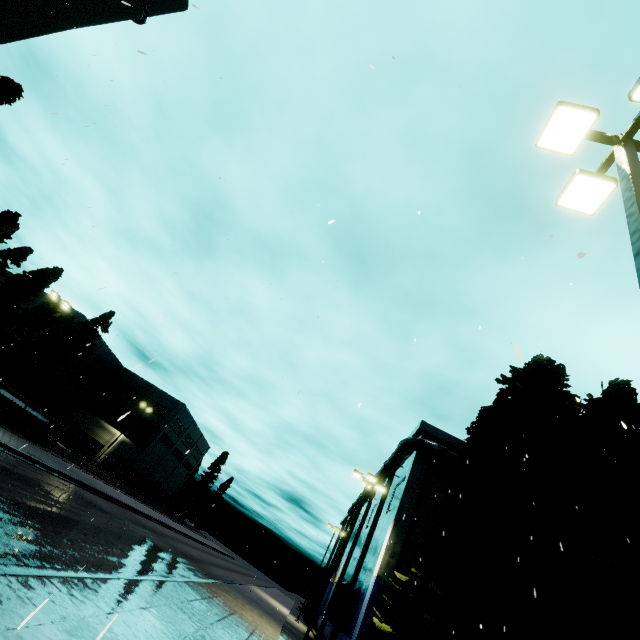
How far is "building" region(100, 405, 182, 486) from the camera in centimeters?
4937cm

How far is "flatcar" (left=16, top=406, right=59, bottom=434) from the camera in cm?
2425

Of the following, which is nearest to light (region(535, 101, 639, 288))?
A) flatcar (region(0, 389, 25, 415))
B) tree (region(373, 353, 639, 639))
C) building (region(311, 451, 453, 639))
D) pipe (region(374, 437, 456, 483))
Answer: tree (region(373, 353, 639, 639))

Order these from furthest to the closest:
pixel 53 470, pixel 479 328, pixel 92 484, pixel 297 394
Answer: pixel 92 484 → pixel 53 470 → pixel 297 394 → pixel 479 328

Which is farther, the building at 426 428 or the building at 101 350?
the building at 101 350

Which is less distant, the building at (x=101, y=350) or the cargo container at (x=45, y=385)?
the cargo container at (x=45, y=385)

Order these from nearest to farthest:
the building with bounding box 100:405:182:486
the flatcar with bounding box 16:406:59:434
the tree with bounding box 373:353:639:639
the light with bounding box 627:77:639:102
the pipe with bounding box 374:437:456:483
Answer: the light with bounding box 627:77:639:102 → the tree with bounding box 373:353:639:639 → the pipe with bounding box 374:437:456:483 → the flatcar with bounding box 16:406:59:434 → the building with bounding box 100:405:182:486
